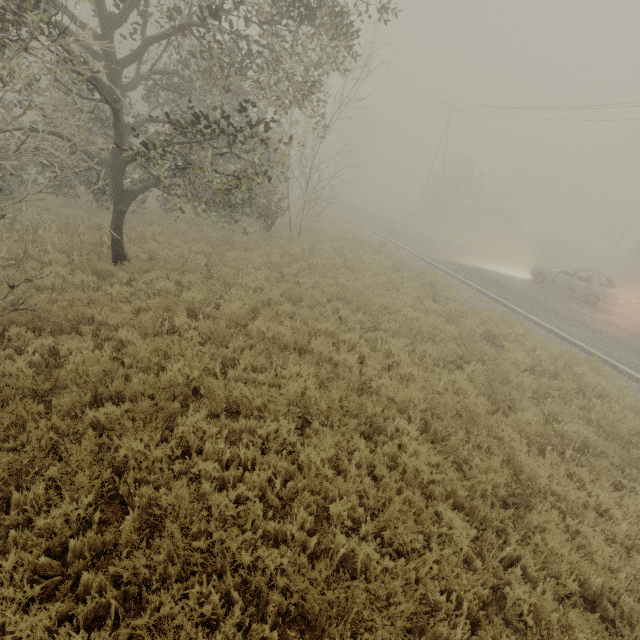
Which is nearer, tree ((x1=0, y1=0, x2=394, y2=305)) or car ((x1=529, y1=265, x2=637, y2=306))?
tree ((x1=0, y1=0, x2=394, y2=305))

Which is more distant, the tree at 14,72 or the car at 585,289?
the car at 585,289

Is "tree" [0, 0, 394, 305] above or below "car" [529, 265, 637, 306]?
above

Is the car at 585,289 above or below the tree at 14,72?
below

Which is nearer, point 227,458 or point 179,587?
point 179,587
